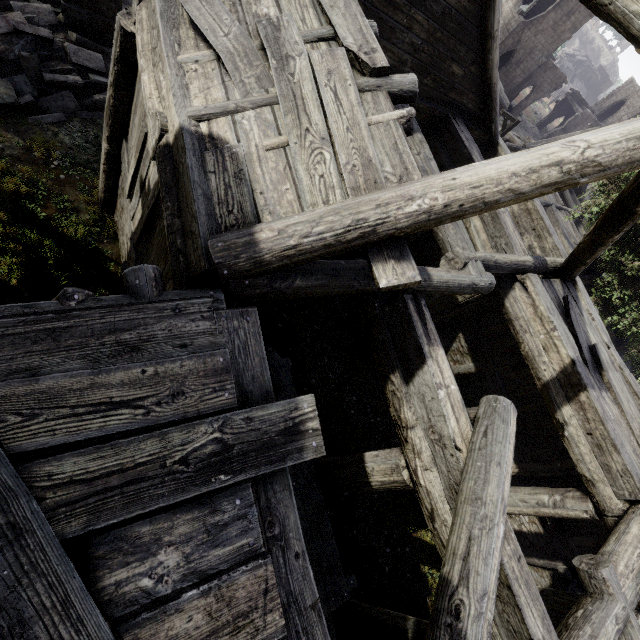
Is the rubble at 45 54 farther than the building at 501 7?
Yes

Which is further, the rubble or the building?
the rubble

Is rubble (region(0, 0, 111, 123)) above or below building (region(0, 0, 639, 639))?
below

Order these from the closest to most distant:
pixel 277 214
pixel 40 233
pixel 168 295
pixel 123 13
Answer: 1. pixel 168 295
2. pixel 277 214
3. pixel 123 13
4. pixel 40 233

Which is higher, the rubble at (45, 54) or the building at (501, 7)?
the building at (501, 7)
